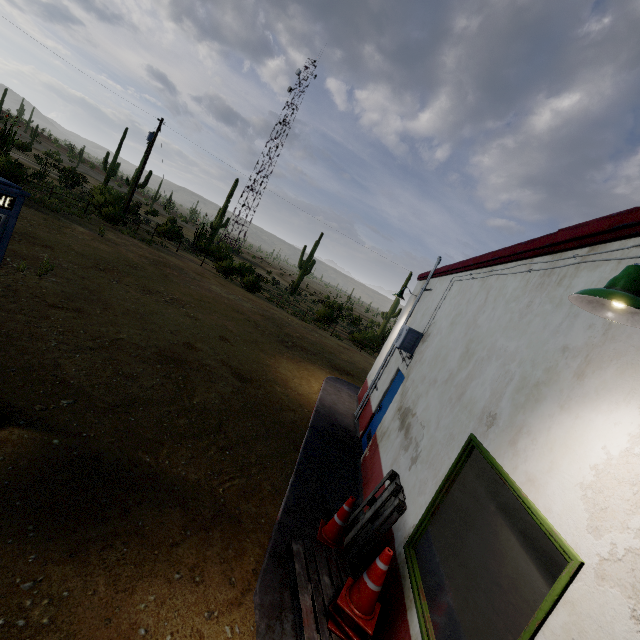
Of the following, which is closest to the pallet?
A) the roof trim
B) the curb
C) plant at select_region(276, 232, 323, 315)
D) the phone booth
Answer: the curb

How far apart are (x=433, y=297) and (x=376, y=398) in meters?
3.1 m

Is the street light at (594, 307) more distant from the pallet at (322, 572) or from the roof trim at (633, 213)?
the pallet at (322, 572)

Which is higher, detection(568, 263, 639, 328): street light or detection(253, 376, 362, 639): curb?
detection(568, 263, 639, 328): street light

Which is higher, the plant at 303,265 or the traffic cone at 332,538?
the plant at 303,265

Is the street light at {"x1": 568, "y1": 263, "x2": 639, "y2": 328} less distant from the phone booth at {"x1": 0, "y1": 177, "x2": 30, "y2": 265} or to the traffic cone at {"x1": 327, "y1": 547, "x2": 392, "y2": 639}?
the traffic cone at {"x1": 327, "y1": 547, "x2": 392, "y2": 639}

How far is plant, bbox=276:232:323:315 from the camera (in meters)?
30.69

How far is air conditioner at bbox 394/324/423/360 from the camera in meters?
7.3 m
